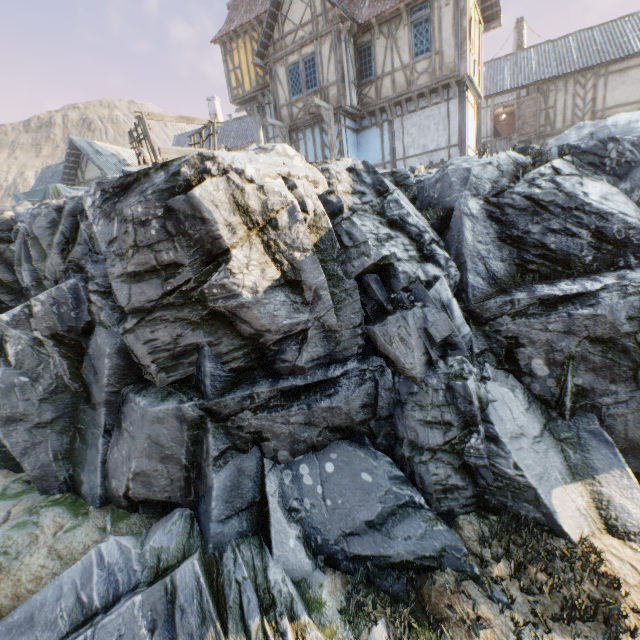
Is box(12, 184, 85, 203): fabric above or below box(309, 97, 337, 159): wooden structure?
below

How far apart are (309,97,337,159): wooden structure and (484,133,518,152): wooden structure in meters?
10.6

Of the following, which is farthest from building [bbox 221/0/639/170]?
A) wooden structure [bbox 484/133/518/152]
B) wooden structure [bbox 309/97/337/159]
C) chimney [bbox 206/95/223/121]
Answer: chimney [bbox 206/95/223/121]

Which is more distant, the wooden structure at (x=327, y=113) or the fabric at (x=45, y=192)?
the fabric at (x=45, y=192)

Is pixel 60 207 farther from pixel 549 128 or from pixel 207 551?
pixel 549 128

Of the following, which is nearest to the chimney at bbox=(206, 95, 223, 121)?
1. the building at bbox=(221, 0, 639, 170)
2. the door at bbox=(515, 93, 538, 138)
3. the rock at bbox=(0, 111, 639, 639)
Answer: Answer: the building at bbox=(221, 0, 639, 170)

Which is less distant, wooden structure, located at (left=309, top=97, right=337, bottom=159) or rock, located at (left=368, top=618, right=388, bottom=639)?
rock, located at (left=368, top=618, right=388, bottom=639)

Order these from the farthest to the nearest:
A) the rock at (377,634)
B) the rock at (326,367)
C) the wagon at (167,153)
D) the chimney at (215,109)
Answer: the chimney at (215,109)
the wagon at (167,153)
the rock at (326,367)
the rock at (377,634)
